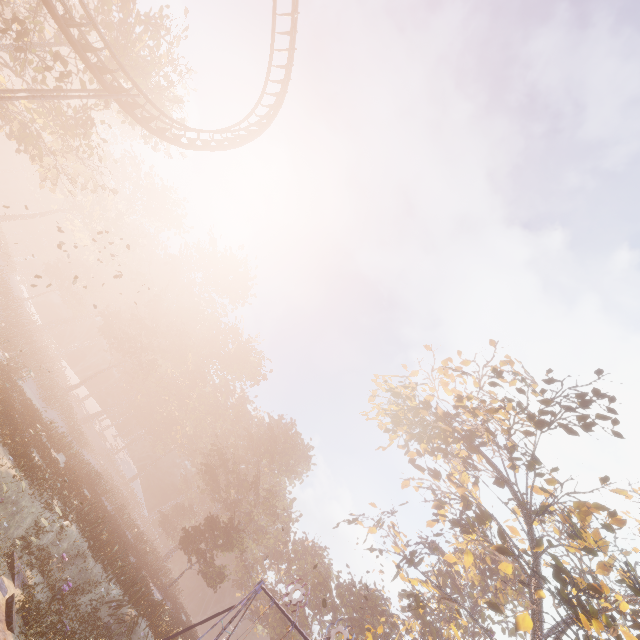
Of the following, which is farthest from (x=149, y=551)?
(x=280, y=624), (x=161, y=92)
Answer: (x=161, y=92)

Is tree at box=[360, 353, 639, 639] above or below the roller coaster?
above

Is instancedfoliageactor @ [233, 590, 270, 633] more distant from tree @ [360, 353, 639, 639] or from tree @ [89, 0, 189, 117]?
tree @ [89, 0, 189, 117]

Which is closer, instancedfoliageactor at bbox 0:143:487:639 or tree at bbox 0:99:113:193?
instancedfoliageactor at bbox 0:143:487:639

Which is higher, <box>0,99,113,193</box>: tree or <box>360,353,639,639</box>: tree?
<box>360,353,639,639</box>: tree

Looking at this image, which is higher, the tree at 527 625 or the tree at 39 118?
the tree at 527 625

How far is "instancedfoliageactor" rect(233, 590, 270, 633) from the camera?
45.7m

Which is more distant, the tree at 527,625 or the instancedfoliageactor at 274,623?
the instancedfoliageactor at 274,623
